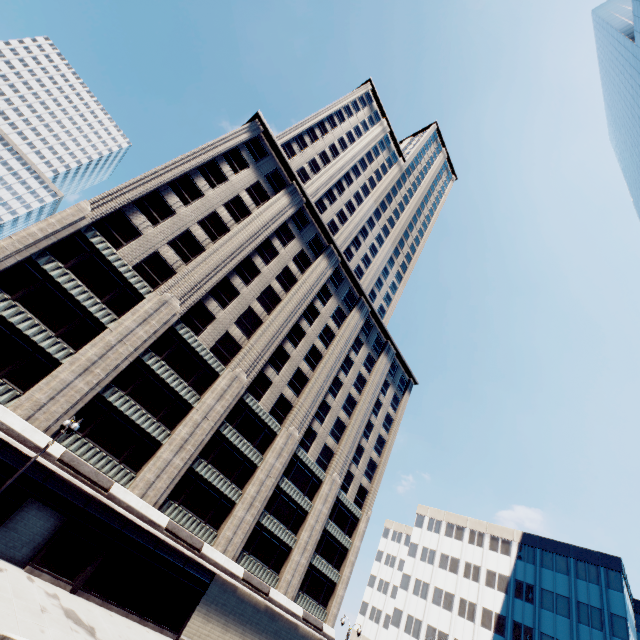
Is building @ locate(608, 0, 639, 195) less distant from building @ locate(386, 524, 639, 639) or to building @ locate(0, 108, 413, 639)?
building @ locate(386, 524, 639, 639)

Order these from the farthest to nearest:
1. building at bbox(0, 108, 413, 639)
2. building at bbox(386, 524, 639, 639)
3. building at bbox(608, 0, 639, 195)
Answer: building at bbox(386, 524, 639, 639) → building at bbox(608, 0, 639, 195) → building at bbox(0, 108, 413, 639)

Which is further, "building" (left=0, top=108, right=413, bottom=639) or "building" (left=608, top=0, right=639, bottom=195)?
"building" (left=608, top=0, right=639, bottom=195)

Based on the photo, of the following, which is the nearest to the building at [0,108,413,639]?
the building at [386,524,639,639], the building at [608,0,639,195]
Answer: the building at [386,524,639,639]

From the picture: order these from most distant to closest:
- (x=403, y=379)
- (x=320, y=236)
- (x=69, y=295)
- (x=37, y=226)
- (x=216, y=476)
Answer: (x=403, y=379) < (x=320, y=236) < (x=216, y=476) < (x=69, y=295) < (x=37, y=226)

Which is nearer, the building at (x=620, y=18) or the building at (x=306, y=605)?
the building at (x=306, y=605)

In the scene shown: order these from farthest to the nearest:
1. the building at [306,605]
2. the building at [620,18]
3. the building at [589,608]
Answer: the building at [589,608] → the building at [620,18] → the building at [306,605]
